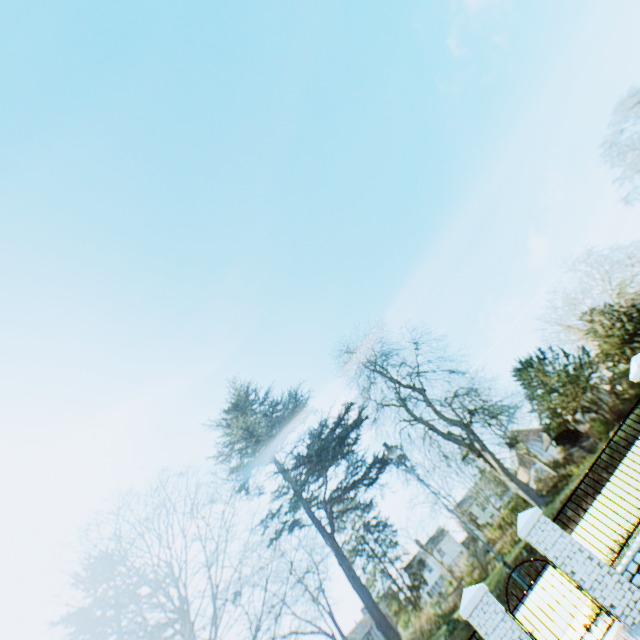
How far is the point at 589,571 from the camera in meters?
7.3
